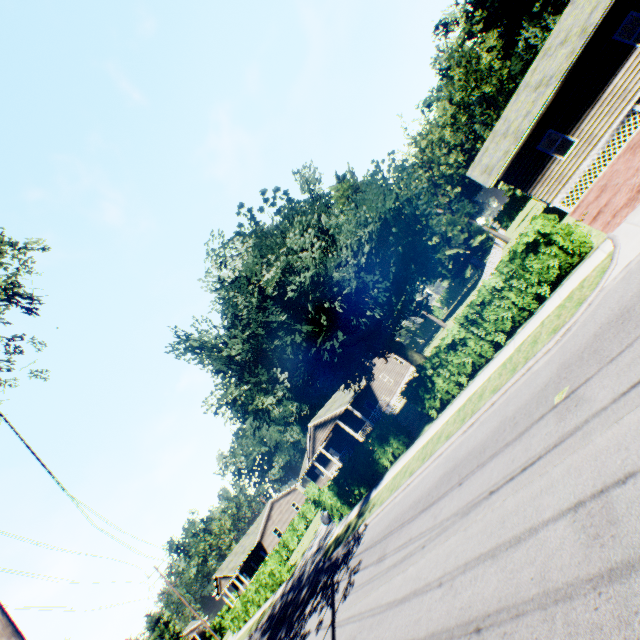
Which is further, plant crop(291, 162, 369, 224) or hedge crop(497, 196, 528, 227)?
hedge crop(497, 196, 528, 227)

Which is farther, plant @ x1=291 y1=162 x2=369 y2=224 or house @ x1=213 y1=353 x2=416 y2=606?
plant @ x1=291 y1=162 x2=369 y2=224

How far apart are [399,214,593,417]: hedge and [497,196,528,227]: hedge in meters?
55.6

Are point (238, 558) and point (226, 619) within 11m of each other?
yes

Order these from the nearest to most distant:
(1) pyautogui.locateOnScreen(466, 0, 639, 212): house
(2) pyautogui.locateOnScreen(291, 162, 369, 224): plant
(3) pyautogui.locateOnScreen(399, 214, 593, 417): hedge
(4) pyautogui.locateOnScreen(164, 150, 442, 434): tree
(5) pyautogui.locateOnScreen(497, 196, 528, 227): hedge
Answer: (3) pyautogui.locateOnScreen(399, 214, 593, 417): hedge → (4) pyautogui.locateOnScreen(164, 150, 442, 434): tree → (1) pyautogui.locateOnScreen(466, 0, 639, 212): house → (2) pyautogui.locateOnScreen(291, 162, 369, 224): plant → (5) pyautogui.locateOnScreen(497, 196, 528, 227): hedge

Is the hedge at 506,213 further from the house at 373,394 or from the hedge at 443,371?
the hedge at 443,371

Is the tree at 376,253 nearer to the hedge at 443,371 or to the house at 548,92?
the hedge at 443,371

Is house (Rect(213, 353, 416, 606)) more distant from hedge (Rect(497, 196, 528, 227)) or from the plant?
hedge (Rect(497, 196, 528, 227))
